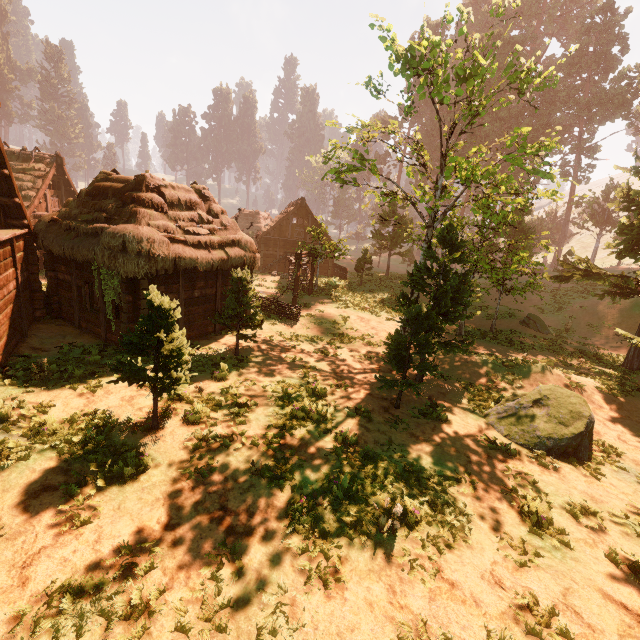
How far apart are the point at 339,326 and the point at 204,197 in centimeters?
979cm

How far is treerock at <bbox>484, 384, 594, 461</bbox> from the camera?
9.3 meters

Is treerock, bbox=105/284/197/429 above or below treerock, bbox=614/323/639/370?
above

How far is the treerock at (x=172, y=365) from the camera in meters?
7.3

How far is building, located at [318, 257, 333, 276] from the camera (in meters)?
36.15

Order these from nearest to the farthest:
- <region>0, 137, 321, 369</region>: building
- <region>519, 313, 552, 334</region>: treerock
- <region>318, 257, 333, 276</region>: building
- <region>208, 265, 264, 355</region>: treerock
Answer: <region>0, 137, 321, 369</region>: building < <region>208, 265, 264, 355</region>: treerock < <region>519, 313, 552, 334</region>: treerock < <region>318, 257, 333, 276</region>: building

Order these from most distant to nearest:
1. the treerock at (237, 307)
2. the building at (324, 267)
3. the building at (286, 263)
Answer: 1. the building at (324, 267)
2. the treerock at (237, 307)
3. the building at (286, 263)
